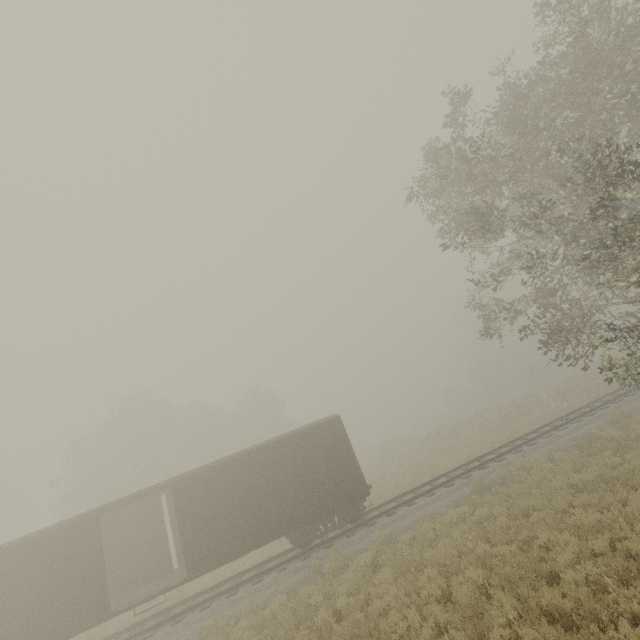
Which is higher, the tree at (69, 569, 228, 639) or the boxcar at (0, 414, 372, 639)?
the boxcar at (0, 414, 372, 639)

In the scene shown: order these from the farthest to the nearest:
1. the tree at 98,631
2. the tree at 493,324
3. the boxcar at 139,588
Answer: the tree at 98,631
the boxcar at 139,588
the tree at 493,324

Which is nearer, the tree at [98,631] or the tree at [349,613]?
the tree at [349,613]

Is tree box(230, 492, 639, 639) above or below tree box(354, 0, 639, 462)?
below

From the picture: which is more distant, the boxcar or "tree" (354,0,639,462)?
the boxcar

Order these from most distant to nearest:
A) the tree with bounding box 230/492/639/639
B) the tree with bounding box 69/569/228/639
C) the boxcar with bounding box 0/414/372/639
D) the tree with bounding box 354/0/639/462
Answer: the tree with bounding box 69/569/228/639 < the boxcar with bounding box 0/414/372/639 < the tree with bounding box 354/0/639/462 < the tree with bounding box 230/492/639/639

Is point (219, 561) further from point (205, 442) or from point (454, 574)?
point (205, 442)
